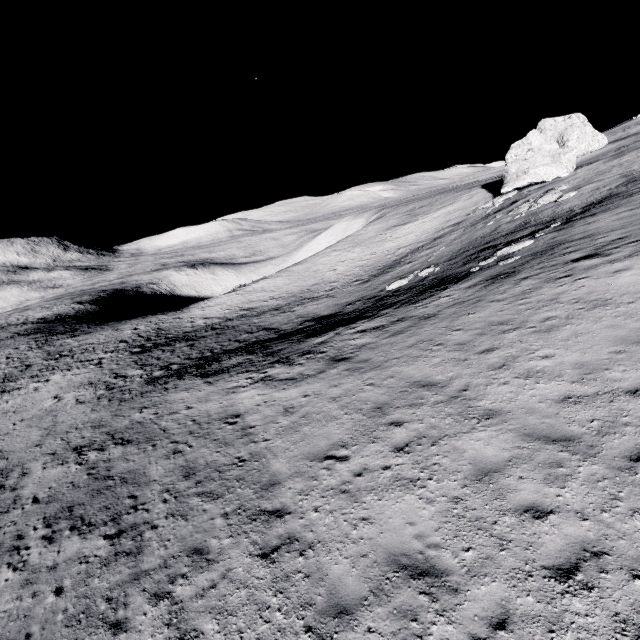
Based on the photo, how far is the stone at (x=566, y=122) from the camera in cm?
3469

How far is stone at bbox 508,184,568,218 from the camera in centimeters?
2711cm

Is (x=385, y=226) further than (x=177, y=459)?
Yes

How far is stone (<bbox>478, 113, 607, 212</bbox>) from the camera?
34.69m

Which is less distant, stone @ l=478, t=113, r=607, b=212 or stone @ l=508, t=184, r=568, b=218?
stone @ l=508, t=184, r=568, b=218

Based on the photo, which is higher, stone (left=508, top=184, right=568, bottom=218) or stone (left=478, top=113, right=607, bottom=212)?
stone (left=478, top=113, right=607, bottom=212)

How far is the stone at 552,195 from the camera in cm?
2711
